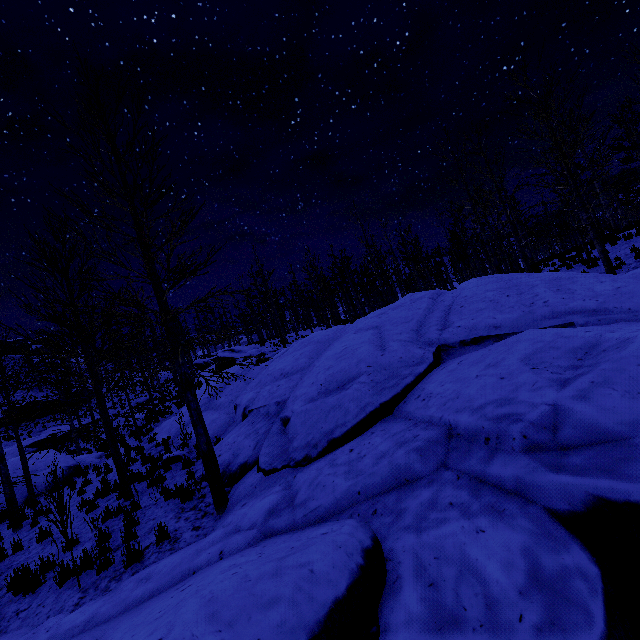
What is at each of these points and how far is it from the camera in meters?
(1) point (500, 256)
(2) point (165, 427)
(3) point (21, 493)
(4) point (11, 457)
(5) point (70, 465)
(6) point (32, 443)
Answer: (1) instancedfoliageactor, 24.3 m
(2) rock, 17.5 m
(3) rock, 15.1 m
(4) rock, 24.5 m
(5) rock, 17.2 m
(6) rock, 26.2 m

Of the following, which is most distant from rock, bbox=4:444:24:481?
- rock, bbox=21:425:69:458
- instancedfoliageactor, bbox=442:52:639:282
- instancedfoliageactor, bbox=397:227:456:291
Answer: instancedfoliageactor, bbox=442:52:639:282

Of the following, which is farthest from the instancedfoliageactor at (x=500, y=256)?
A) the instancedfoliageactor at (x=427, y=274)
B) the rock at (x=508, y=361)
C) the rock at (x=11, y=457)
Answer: the rock at (x=11, y=457)

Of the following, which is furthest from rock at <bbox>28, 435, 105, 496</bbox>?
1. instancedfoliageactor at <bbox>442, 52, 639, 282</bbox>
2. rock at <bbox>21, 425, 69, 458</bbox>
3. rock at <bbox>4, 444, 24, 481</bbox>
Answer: rock at <bbox>21, 425, 69, 458</bbox>

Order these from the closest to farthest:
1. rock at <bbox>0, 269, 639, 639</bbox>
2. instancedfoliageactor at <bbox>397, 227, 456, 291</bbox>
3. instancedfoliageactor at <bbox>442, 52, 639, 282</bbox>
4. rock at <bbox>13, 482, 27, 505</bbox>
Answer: rock at <bbox>0, 269, 639, 639</bbox>, instancedfoliageactor at <bbox>442, 52, 639, 282</bbox>, rock at <bbox>13, 482, 27, 505</bbox>, instancedfoliageactor at <bbox>397, 227, 456, 291</bbox>

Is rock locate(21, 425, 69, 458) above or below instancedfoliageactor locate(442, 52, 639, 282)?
below

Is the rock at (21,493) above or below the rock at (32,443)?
below

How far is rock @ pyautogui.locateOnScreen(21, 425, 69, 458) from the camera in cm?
2577
